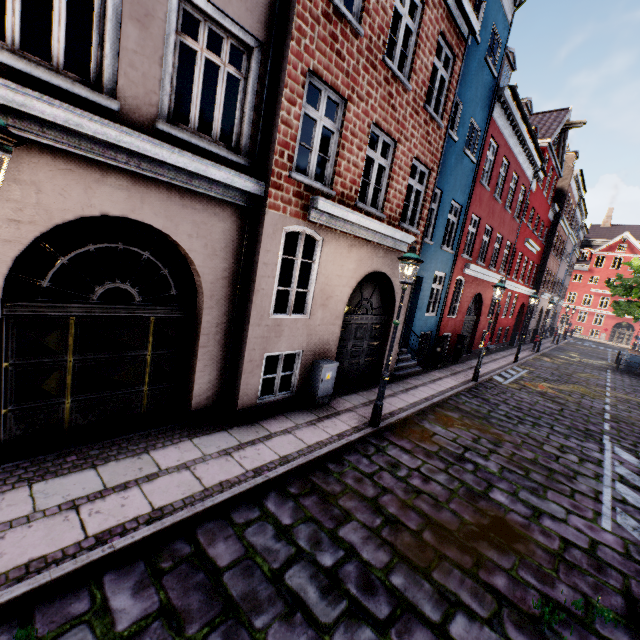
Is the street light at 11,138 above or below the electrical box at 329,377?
above

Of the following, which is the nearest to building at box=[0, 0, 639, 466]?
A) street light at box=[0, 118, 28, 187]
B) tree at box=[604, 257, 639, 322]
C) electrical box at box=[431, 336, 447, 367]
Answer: electrical box at box=[431, 336, 447, 367]

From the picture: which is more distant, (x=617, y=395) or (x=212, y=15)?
(x=617, y=395)

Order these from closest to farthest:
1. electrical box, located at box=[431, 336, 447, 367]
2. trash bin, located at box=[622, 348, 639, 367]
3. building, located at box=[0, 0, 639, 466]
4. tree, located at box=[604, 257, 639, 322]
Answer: building, located at box=[0, 0, 639, 466]
electrical box, located at box=[431, 336, 447, 367]
tree, located at box=[604, 257, 639, 322]
trash bin, located at box=[622, 348, 639, 367]

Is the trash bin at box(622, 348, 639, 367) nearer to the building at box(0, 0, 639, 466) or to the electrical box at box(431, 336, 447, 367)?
the building at box(0, 0, 639, 466)

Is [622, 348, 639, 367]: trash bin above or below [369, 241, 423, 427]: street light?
below

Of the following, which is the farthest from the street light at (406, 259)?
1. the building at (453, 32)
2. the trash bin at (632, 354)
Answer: the trash bin at (632, 354)

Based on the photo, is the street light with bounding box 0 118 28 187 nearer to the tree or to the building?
the tree
